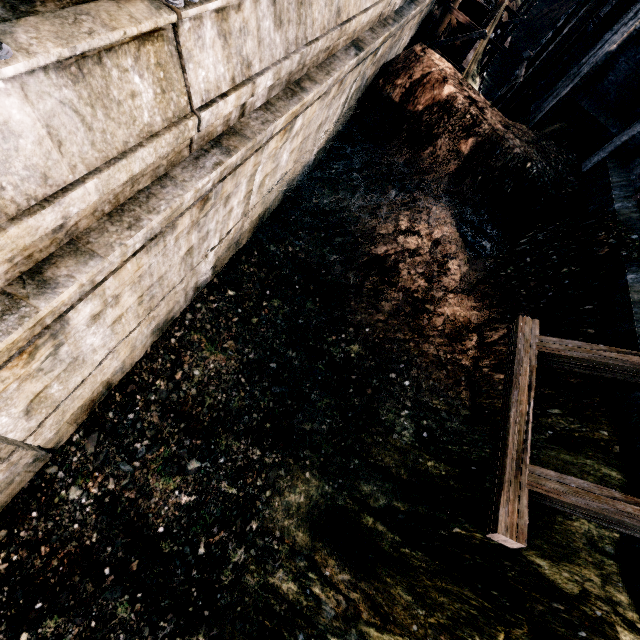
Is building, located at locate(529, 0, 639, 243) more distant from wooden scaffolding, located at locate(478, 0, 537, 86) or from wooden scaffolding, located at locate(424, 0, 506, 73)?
wooden scaffolding, located at locate(478, 0, 537, 86)

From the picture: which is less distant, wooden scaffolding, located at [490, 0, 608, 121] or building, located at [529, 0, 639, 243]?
building, located at [529, 0, 639, 243]

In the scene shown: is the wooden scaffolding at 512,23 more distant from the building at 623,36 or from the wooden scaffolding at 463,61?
the building at 623,36

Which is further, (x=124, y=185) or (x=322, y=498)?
(x=322, y=498)

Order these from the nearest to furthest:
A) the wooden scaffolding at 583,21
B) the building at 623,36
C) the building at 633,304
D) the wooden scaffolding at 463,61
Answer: the building at 633,304, the building at 623,36, the wooden scaffolding at 583,21, the wooden scaffolding at 463,61

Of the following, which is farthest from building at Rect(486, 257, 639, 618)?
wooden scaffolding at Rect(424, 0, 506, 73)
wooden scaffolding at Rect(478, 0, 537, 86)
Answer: wooden scaffolding at Rect(478, 0, 537, 86)

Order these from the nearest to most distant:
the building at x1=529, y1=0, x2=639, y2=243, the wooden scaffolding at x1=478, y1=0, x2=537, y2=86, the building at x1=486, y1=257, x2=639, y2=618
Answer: the building at x1=486, y1=257, x2=639, y2=618
the building at x1=529, y1=0, x2=639, y2=243
the wooden scaffolding at x1=478, y1=0, x2=537, y2=86

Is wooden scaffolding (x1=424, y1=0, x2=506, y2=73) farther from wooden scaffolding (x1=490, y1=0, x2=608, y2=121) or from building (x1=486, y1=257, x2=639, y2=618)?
building (x1=486, y1=257, x2=639, y2=618)
